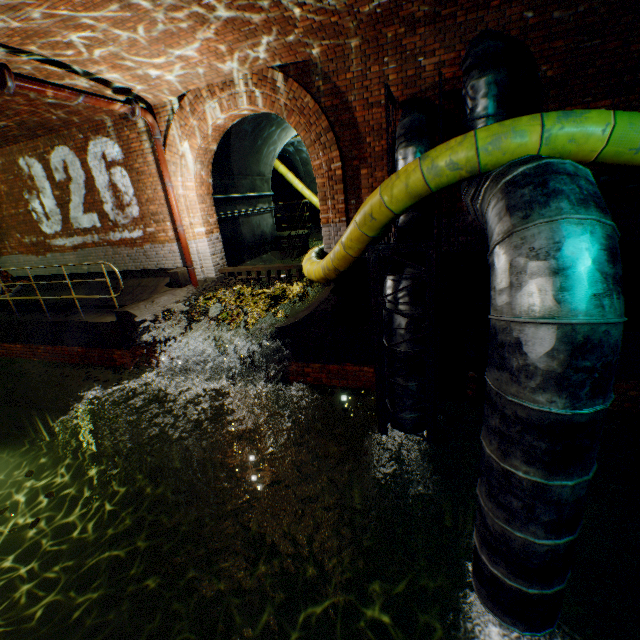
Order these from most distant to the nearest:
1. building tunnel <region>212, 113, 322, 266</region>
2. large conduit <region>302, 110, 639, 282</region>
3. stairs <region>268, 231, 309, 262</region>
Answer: stairs <region>268, 231, 309, 262</region>
building tunnel <region>212, 113, 322, 266</region>
large conduit <region>302, 110, 639, 282</region>

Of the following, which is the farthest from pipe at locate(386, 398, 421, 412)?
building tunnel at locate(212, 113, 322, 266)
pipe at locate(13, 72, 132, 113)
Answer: pipe at locate(13, 72, 132, 113)

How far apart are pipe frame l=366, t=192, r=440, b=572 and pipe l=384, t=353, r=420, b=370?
0.04m

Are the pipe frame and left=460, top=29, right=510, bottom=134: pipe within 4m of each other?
yes

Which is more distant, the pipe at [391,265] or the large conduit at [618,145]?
the pipe at [391,265]

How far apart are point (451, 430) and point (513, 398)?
4.0 meters

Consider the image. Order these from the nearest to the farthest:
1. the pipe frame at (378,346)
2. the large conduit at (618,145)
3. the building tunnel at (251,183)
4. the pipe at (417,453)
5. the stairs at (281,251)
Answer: the large conduit at (618,145)
the pipe frame at (378,346)
the pipe at (417,453)
the building tunnel at (251,183)
the stairs at (281,251)
